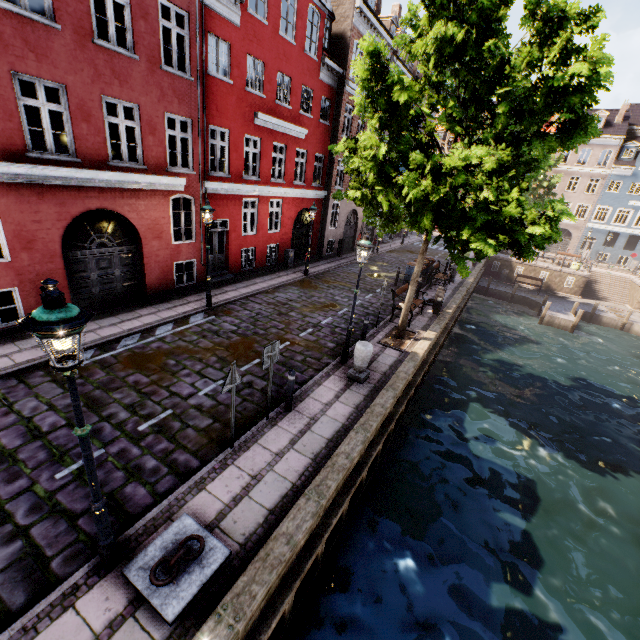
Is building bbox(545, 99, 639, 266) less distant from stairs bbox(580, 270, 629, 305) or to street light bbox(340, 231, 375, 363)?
stairs bbox(580, 270, 629, 305)

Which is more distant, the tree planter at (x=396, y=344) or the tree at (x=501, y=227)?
the tree planter at (x=396, y=344)

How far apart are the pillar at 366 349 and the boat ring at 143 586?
5.2m

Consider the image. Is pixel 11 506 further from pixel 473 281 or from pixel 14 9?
pixel 473 281

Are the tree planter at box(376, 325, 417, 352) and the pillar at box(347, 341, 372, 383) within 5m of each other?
yes

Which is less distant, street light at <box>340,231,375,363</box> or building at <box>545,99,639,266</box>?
street light at <box>340,231,375,363</box>

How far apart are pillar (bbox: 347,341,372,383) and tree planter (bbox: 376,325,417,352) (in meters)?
2.23

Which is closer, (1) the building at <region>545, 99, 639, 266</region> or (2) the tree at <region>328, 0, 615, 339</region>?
(2) the tree at <region>328, 0, 615, 339</region>
